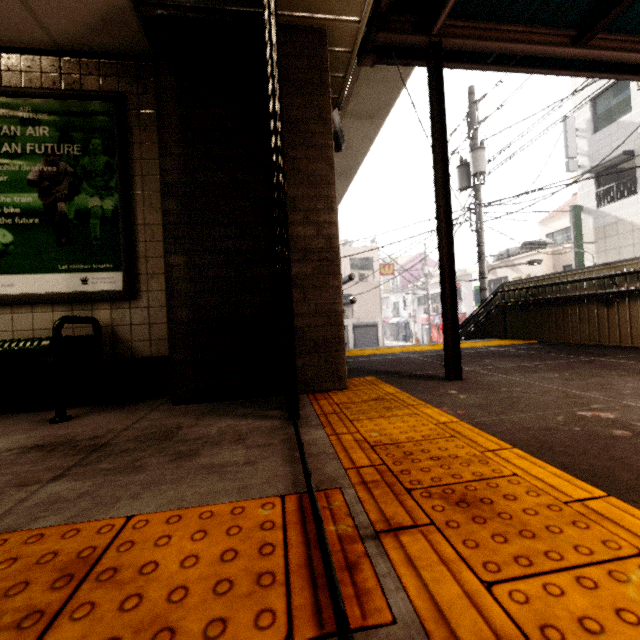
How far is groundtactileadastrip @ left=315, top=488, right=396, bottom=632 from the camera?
0.6m

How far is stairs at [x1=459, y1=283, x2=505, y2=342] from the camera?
6.78m

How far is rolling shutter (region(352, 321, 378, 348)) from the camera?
26.5 meters

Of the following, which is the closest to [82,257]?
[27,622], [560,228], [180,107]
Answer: [180,107]

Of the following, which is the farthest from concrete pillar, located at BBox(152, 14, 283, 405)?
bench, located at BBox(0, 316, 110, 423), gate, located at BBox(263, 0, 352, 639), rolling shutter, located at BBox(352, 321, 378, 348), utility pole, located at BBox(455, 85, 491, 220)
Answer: rolling shutter, located at BBox(352, 321, 378, 348)

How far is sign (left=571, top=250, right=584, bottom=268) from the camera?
13.4 meters

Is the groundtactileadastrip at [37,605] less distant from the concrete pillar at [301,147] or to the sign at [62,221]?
the concrete pillar at [301,147]

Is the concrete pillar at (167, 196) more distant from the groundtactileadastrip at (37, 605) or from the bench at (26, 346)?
the bench at (26, 346)
